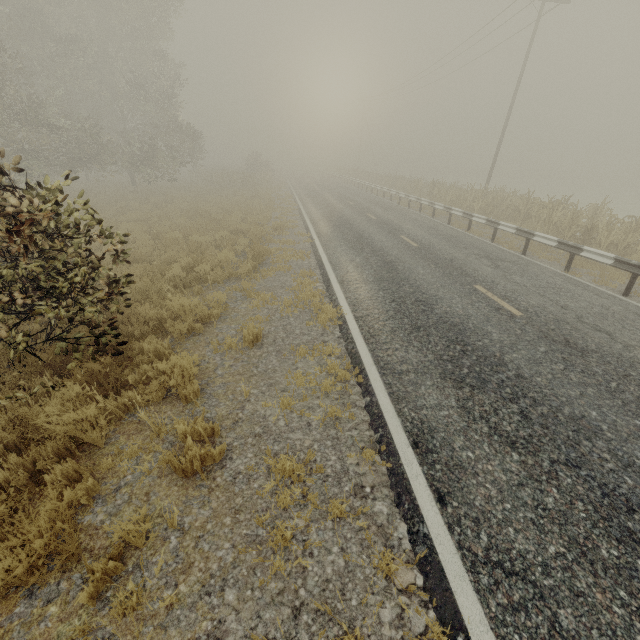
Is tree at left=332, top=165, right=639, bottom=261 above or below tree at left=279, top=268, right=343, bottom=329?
above

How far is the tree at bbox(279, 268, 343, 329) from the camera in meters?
6.8

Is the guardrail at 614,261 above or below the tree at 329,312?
above

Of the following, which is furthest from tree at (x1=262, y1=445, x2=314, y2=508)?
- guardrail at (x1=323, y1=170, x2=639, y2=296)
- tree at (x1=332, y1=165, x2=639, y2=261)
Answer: guardrail at (x1=323, y1=170, x2=639, y2=296)

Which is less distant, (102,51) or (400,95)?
(102,51)

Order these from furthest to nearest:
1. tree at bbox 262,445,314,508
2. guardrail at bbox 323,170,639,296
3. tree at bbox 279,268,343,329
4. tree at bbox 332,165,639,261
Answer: tree at bbox 332,165,639,261, guardrail at bbox 323,170,639,296, tree at bbox 279,268,343,329, tree at bbox 262,445,314,508

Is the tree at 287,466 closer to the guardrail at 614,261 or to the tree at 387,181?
the tree at 387,181

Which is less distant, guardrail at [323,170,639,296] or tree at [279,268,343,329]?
tree at [279,268,343,329]
